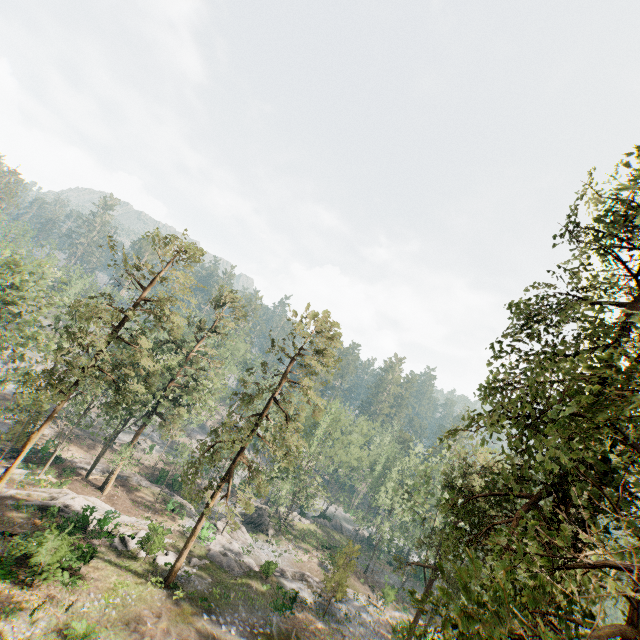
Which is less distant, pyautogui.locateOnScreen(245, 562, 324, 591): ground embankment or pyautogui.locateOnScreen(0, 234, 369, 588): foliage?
pyautogui.locateOnScreen(0, 234, 369, 588): foliage

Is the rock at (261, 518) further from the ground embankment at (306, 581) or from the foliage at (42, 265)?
the ground embankment at (306, 581)

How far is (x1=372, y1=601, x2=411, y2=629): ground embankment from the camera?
31.4m

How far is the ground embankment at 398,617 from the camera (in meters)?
31.41

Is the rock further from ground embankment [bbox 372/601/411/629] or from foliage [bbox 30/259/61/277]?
ground embankment [bbox 372/601/411/629]

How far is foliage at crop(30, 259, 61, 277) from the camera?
32.19m

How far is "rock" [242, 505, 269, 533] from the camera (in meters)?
44.26

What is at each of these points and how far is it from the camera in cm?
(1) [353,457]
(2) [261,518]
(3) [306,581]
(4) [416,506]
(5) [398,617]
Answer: (1) foliage, 4797
(2) rock, 4559
(3) ground embankment, 3369
(4) foliage, 3102
(5) ground embankment, 3519
